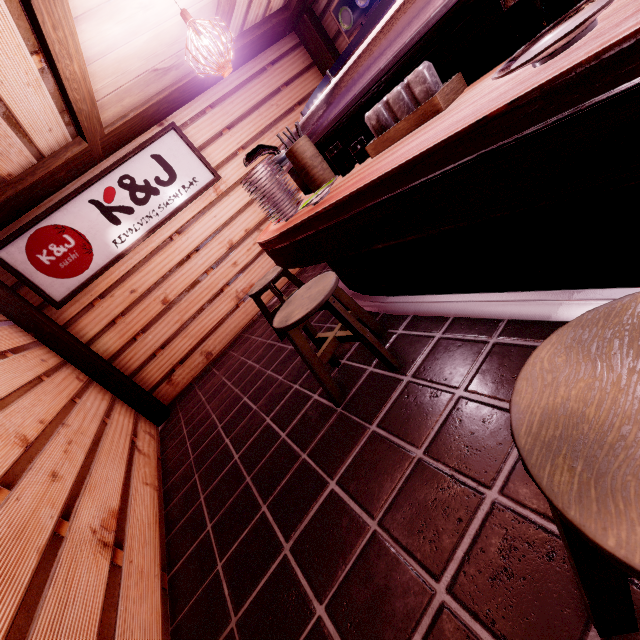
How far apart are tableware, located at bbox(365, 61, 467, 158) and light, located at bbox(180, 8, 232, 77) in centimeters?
342cm

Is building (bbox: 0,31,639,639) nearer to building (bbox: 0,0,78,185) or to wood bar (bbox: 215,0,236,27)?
wood bar (bbox: 215,0,236,27)

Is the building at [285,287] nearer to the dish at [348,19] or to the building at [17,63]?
the dish at [348,19]

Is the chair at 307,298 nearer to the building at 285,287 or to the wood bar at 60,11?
the building at 285,287

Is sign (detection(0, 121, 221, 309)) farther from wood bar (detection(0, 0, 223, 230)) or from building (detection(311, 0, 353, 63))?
wood bar (detection(0, 0, 223, 230))

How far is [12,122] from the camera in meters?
4.9

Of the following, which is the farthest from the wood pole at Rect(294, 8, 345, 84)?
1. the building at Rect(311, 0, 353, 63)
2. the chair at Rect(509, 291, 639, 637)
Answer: the chair at Rect(509, 291, 639, 637)

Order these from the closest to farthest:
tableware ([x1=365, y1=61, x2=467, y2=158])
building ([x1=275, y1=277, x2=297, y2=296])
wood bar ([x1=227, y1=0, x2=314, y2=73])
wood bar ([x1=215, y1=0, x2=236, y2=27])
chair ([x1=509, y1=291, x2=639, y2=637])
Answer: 1. chair ([x1=509, y1=291, x2=639, y2=637])
2. tableware ([x1=365, y1=61, x2=467, y2=158])
3. wood bar ([x1=215, y1=0, x2=236, y2=27])
4. wood bar ([x1=227, y1=0, x2=314, y2=73])
5. building ([x1=275, y1=277, x2=297, y2=296])
